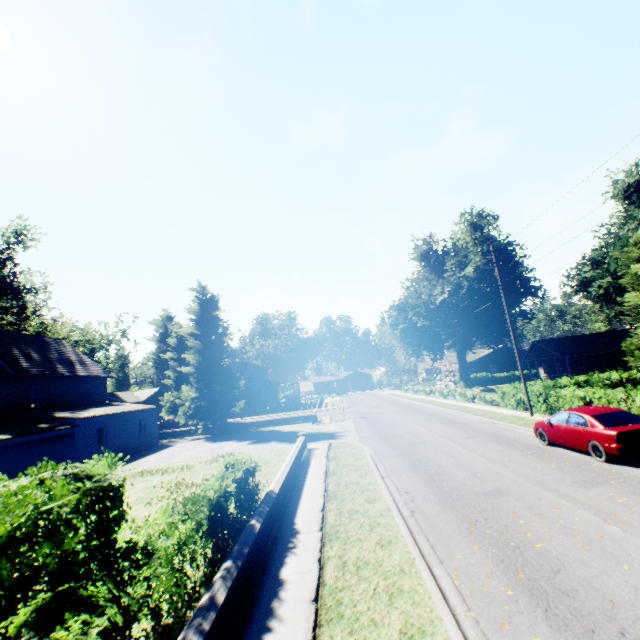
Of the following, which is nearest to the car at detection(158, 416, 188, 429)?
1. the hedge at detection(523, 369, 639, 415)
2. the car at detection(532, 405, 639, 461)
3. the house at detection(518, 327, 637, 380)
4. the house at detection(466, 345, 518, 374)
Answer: the hedge at detection(523, 369, 639, 415)

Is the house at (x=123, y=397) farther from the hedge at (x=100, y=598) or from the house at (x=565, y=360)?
the house at (x=565, y=360)

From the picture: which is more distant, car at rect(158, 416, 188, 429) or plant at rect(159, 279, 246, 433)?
car at rect(158, 416, 188, 429)

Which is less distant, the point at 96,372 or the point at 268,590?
the point at 268,590

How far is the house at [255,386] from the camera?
54.2m

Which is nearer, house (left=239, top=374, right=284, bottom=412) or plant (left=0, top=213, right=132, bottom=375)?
plant (left=0, top=213, right=132, bottom=375)

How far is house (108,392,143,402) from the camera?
55.4m
